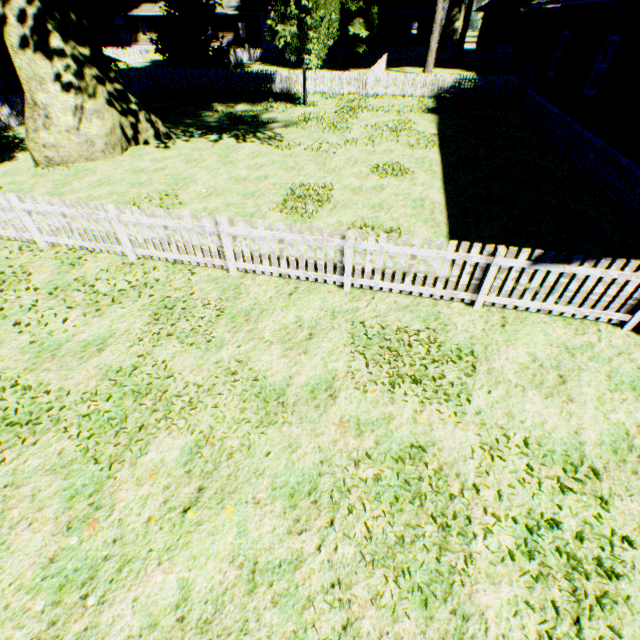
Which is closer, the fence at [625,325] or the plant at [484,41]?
the fence at [625,325]

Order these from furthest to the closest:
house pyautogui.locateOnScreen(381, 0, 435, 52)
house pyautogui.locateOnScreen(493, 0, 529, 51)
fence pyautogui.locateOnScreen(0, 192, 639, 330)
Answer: house pyautogui.locateOnScreen(493, 0, 529, 51)
house pyautogui.locateOnScreen(381, 0, 435, 52)
fence pyautogui.locateOnScreen(0, 192, 639, 330)

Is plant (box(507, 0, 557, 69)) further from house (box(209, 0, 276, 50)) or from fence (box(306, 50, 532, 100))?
house (box(209, 0, 276, 50))

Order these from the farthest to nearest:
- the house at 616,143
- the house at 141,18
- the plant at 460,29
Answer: the house at 141,18
the plant at 460,29
the house at 616,143

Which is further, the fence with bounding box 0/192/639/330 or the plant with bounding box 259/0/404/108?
the plant with bounding box 259/0/404/108

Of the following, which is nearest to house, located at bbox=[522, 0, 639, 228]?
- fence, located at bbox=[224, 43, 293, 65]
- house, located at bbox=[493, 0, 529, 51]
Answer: fence, located at bbox=[224, 43, 293, 65]

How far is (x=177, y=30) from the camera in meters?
29.8

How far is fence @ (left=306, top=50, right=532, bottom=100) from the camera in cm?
2048
